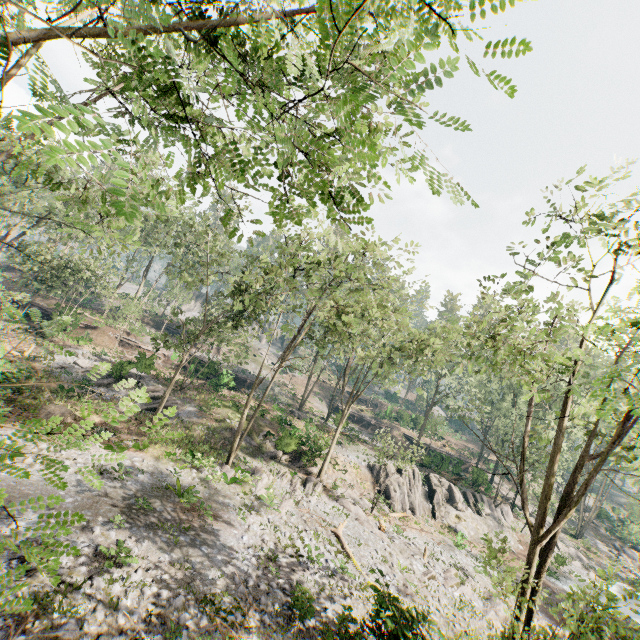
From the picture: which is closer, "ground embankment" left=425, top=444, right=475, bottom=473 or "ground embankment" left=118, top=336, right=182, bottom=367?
"ground embankment" left=118, top=336, right=182, bottom=367

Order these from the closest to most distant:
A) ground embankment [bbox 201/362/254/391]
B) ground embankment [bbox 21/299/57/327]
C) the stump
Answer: the stump < ground embankment [bbox 21/299/57/327] < ground embankment [bbox 201/362/254/391]

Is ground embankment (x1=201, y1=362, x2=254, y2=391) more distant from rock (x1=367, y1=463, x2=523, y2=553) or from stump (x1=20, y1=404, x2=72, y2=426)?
stump (x1=20, y1=404, x2=72, y2=426)

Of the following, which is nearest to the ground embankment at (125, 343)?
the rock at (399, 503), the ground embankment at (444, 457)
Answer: the rock at (399, 503)

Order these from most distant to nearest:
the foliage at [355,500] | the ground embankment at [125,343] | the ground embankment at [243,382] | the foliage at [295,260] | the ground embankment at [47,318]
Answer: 1. the ground embankment at [243,382]
2. the ground embankment at [47,318]
3. the ground embankment at [125,343]
4. the foliage at [355,500]
5. the foliage at [295,260]

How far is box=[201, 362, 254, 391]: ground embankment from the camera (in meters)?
37.00

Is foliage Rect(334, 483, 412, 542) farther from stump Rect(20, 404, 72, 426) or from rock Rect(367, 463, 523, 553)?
stump Rect(20, 404, 72, 426)

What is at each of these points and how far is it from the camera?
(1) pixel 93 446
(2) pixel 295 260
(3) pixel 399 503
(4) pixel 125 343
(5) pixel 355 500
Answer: (1) foliage, 17.9m
(2) foliage, 22.5m
(3) rock, 29.5m
(4) ground embankment, 37.1m
(5) foliage, 25.8m
